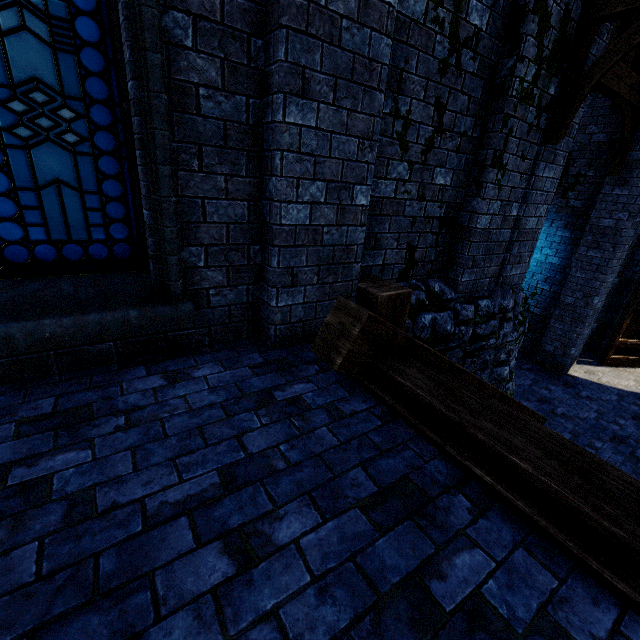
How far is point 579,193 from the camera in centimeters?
852cm

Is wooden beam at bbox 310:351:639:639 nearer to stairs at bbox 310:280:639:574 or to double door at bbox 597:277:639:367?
stairs at bbox 310:280:639:574

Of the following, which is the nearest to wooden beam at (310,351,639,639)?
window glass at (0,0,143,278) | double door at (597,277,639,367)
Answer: window glass at (0,0,143,278)

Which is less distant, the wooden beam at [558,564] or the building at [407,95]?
the wooden beam at [558,564]

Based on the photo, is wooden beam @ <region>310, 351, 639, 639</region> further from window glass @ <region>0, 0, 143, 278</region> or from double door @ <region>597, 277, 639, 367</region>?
double door @ <region>597, 277, 639, 367</region>

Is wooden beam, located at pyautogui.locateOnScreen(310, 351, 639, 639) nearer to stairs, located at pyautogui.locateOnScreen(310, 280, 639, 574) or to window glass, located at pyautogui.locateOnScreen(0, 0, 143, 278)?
stairs, located at pyautogui.locateOnScreen(310, 280, 639, 574)

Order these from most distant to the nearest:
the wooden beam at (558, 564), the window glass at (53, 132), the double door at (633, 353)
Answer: the double door at (633, 353), the window glass at (53, 132), the wooden beam at (558, 564)

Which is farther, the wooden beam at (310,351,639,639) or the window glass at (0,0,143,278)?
the window glass at (0,0,143,278)
